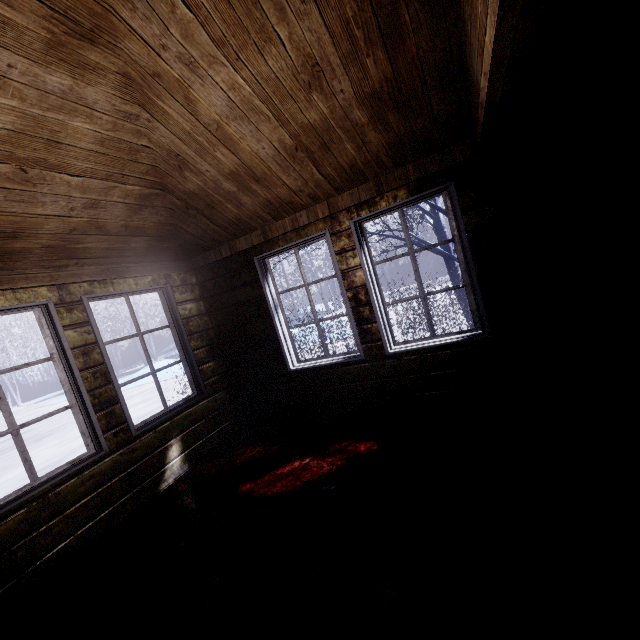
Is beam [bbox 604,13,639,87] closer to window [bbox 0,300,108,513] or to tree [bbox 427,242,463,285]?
tree [bbox 427,242,463,285]

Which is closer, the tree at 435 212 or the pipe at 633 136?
the pipe at 633 136

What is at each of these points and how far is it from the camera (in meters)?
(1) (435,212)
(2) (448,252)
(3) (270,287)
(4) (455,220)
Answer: (1) tree, 5.80
(2) tree, 5.77
(3) window, 3.46
(4) window, 2.61

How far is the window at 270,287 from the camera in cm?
309

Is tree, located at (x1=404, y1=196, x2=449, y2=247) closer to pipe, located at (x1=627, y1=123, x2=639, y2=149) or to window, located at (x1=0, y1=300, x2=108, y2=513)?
pipe, located at (x1=627, y1=123, x2=639, y2=149)

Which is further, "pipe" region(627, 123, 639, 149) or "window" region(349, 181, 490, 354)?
"window" region(349, 181, 490, 354)

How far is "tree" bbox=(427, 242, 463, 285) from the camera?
5.56m

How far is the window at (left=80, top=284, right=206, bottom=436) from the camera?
2.8m
